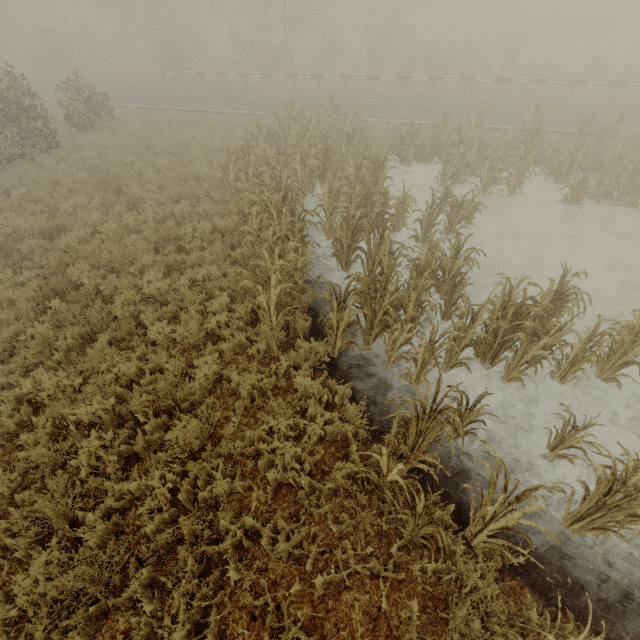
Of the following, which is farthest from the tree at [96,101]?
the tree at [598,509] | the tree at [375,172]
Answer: the tree at [598,509]

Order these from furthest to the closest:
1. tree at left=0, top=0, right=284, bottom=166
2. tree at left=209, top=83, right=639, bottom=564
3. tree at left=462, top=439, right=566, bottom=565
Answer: tree at left=0, top=0, right=284, bottom=166 → tree at left=209, top=83, right=639, bottom=564 → tree at left=462, top=439, right=566, bottom=565

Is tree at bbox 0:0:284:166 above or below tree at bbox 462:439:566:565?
above

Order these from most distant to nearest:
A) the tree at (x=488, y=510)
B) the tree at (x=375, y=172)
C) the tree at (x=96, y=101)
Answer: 1. the tree at (x=96, y=101)
2. the tree at (x=375, y=172)
3. the tree at (x=488, y=510)

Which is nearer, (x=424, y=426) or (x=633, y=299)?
(x=424, y=426)

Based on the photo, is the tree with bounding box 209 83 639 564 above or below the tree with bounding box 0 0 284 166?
below

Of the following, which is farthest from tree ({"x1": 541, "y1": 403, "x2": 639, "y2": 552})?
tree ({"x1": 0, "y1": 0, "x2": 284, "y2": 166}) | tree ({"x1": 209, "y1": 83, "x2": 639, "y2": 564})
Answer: tree ({"x1": 0, "y1": 0, "x2": 284, "y2": 166})
